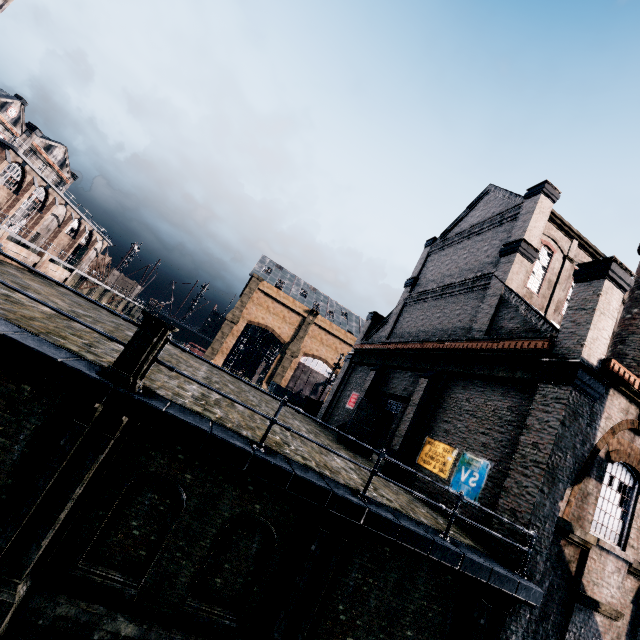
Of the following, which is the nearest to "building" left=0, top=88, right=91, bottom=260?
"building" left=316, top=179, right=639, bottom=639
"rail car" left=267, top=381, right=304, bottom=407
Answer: "building" left=316, top=179, right=639, bottom=639

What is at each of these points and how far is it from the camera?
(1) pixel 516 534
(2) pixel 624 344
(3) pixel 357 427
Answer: (1) building, 9.9 meters
(2) chimney, 17.4 meters
(3) door, 20.2 meters

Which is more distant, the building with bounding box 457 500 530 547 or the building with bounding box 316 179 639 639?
the building with bounding box 316 179 639 639

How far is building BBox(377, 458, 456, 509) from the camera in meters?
13.2 m

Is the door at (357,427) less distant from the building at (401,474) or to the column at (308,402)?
the building at (401,474)

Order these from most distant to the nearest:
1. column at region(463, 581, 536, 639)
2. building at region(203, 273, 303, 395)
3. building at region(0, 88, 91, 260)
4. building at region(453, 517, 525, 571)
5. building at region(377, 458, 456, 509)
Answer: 1. building at region(203, 273, 303, 395)
2. building at region(0, 88, 91, 260)
3. building at region(377, 458, 456, 509)
4. building at region(453, 517, 525, 571)
5. column at region(463, 581, 536, 639)

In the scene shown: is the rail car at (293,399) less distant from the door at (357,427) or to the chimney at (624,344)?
the door at (357,427)
